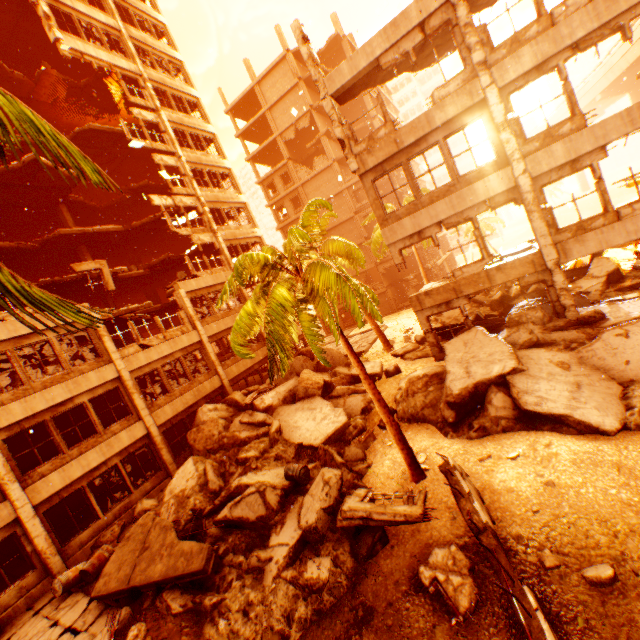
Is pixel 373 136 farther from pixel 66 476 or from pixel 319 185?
pixel 319 185

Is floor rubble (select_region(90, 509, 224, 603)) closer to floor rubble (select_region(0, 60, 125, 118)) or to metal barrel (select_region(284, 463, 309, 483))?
metal barrel (select_region(284, 463, 309, 483))

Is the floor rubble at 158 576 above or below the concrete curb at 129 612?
above

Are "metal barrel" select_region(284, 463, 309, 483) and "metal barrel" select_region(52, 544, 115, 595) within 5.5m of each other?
no

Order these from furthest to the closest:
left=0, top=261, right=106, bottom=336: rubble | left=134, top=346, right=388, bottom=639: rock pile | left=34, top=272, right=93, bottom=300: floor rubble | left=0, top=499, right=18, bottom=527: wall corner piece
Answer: left=34, top=272, right=93, bottom=300: floor rubble → left=0, top=499, right=18, bottom=527: wall corner piece → left=134, top=346, right=388, bottom=639: rock pile → left=0, top=261, right=106, bottom=336: rubble

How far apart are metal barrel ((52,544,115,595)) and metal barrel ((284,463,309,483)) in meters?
6.6 m

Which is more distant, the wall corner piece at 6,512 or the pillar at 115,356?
the pillar at 115,356

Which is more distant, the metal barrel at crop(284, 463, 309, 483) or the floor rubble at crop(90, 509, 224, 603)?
the metal barrel at crop(284, 463, 309, 483)
